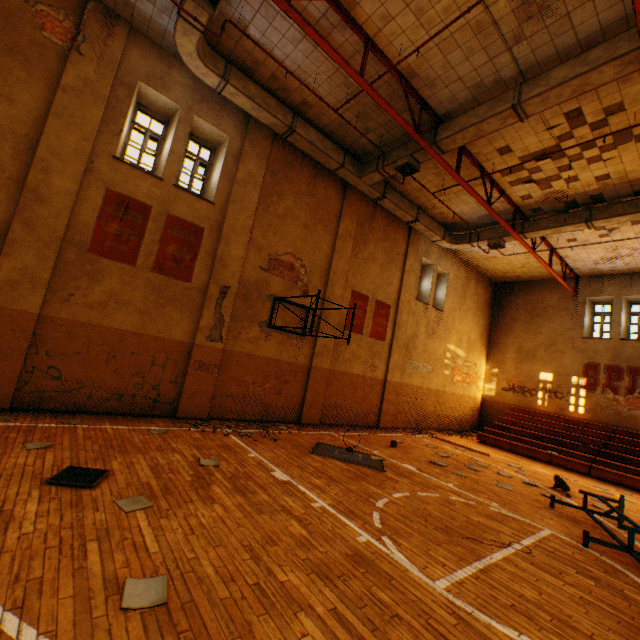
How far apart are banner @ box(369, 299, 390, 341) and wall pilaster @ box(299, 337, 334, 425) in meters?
1.7 m

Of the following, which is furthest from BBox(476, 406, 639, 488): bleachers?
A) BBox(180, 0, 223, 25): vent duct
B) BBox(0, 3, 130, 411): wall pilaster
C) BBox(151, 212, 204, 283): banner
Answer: BBox(0, 3, 130, 411): wall pilaster

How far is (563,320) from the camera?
16.5m

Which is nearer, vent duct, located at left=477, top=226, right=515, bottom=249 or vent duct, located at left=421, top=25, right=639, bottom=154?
vent duct, located at left=421, top=25, right=639, bottom=154

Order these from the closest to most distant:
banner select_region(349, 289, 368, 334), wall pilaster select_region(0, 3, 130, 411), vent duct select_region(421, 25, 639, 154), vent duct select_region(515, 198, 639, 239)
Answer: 1. vent duct select_region(421, 25, 639, 154)
2. wall pilaster select_region(0, 3, 130, 411)
3. vent duct select_region(515, 198, 639, 239)
4. banner select_region(349, 289, 368, 334)

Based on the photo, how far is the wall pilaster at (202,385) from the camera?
8.5 meters

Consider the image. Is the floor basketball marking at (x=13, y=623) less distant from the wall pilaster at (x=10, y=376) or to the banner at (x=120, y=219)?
the wall pilaster at (x=10, y=376)

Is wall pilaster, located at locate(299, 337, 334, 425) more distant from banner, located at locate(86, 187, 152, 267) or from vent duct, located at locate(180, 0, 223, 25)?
banner, located at locate(86, 187, 152, 267)
